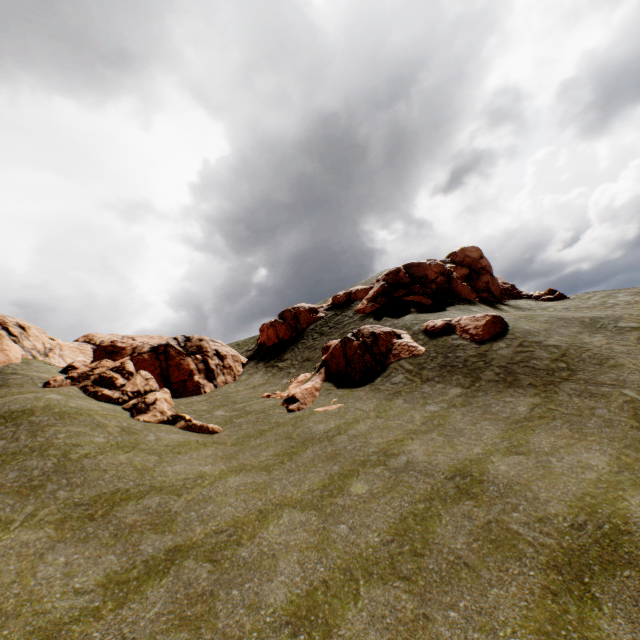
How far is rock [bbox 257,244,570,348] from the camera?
30.0m

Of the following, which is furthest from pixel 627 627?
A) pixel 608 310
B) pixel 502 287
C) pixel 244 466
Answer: pixel 502 287

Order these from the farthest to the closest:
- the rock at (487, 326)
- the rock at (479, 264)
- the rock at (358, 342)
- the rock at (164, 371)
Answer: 1. the rock at (479, 264)
2. the rock at (358, 342)
3. the rock at (487, 326)
4. the rock at (164, 371)

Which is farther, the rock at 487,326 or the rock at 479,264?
the rock at 479,264

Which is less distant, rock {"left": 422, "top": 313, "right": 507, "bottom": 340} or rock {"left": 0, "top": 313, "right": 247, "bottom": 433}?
rock {"left": 0, "top": 313, "right": 247, "bottom": 433}

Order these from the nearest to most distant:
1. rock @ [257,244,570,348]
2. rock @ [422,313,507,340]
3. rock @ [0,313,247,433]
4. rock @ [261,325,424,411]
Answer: rock @ [0,313,247,433]
rock @ [422,313,507,340]
rock @ [261,325,424,411]
rock @ [257,244,570,348]

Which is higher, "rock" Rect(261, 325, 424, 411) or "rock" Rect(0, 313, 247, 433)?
"rock" Rect(0, 313, 247, 433)
